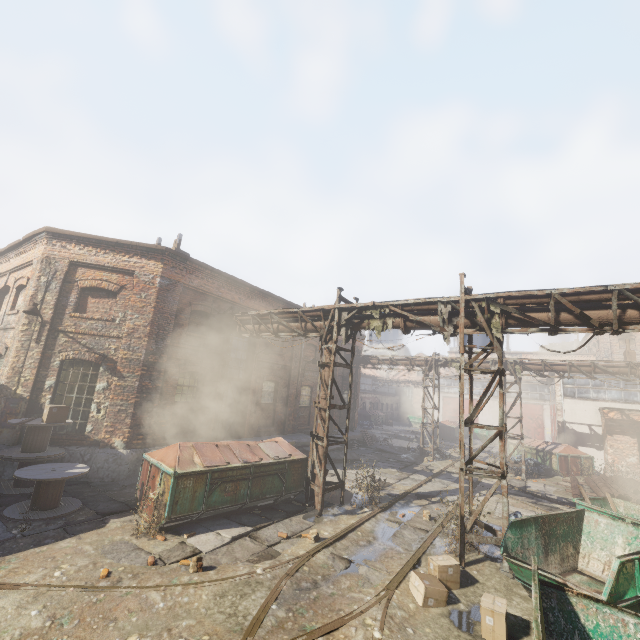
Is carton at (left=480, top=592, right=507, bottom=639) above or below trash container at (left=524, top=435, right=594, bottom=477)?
below

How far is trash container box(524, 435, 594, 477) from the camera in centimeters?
1849cm

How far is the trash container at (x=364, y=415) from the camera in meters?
37.6 m

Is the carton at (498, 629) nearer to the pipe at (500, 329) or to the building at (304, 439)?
the pipe at (500, 329)

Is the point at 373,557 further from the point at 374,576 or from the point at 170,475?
the point at 170,475

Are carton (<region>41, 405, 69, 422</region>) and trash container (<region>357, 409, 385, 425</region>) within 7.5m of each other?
no

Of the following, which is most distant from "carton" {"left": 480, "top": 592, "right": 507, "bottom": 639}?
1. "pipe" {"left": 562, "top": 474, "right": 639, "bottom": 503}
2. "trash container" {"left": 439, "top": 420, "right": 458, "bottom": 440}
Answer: "trash container" {"left": 439, "top": 420, "right": 458, "bottom": 440}

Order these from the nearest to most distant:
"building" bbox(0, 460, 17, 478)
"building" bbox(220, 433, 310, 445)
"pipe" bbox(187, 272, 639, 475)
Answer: "pipe" bbox(187, 272, 639, 475) → "building" bbox(0, 460, 17, 478) → "building" bbox(220, 433, 310, 445)
